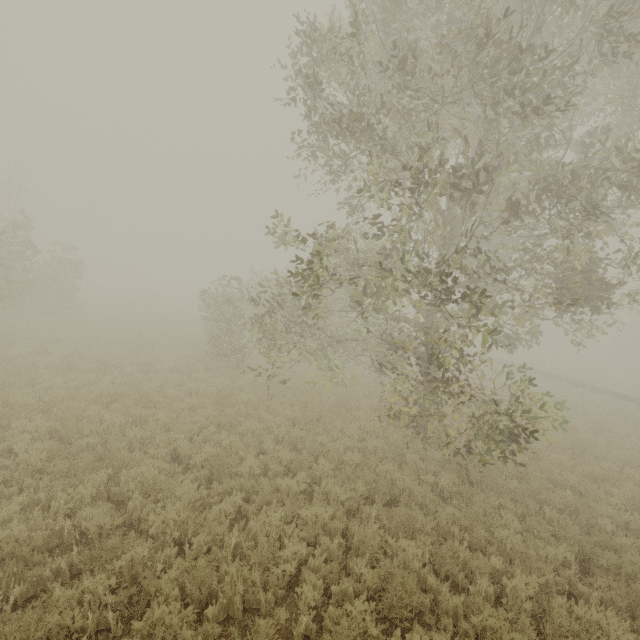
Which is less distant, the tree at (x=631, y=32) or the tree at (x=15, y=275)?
the tree at (x=631, y=32)

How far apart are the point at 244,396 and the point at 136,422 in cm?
334

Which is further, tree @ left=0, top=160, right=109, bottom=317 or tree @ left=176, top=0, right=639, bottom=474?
tree @ left=0, top=160, right=109, bottom=317
